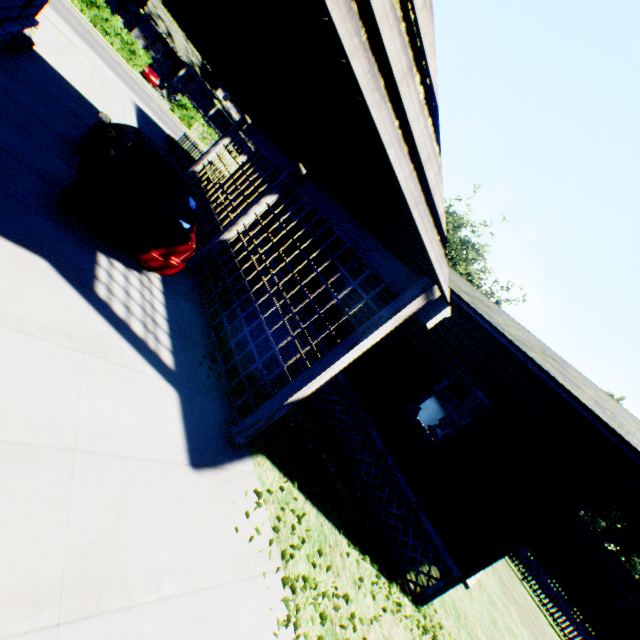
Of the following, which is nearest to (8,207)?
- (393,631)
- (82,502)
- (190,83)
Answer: (82,502)

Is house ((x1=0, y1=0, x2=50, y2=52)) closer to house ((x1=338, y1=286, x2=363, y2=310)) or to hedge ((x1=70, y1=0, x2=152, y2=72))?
house ((x1=338, y1=286, x2=363, y2=310))

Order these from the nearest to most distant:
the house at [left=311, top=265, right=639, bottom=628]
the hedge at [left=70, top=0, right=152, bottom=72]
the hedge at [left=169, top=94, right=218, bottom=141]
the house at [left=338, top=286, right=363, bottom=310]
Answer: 1. the house at [left=311, top=265, right=639, bottom=628]
2. the house at [left=338, top=286, right=363, bottom=310]
3. the hedge at [left=70, top=0, right=152, bottom=72]
4. the hedge at [left=169, top=94, right=218, bottom=141]

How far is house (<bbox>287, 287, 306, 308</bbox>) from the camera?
11.1m

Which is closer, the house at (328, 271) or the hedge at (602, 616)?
the house at (328, 271)

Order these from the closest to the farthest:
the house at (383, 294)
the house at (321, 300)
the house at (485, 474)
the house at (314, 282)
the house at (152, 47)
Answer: the house at (485, 474), the house at (383, 294), the house at (321, 300), the house at (314, 282), the house at (152, 47)

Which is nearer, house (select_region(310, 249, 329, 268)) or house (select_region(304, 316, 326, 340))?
house (select_region(304, 316, 326, 340))

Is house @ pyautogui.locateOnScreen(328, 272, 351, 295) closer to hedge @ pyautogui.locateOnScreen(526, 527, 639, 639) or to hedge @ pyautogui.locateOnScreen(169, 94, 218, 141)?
hedge @ pyautogui.locateOnScreen(526, 527, 639, 639)
